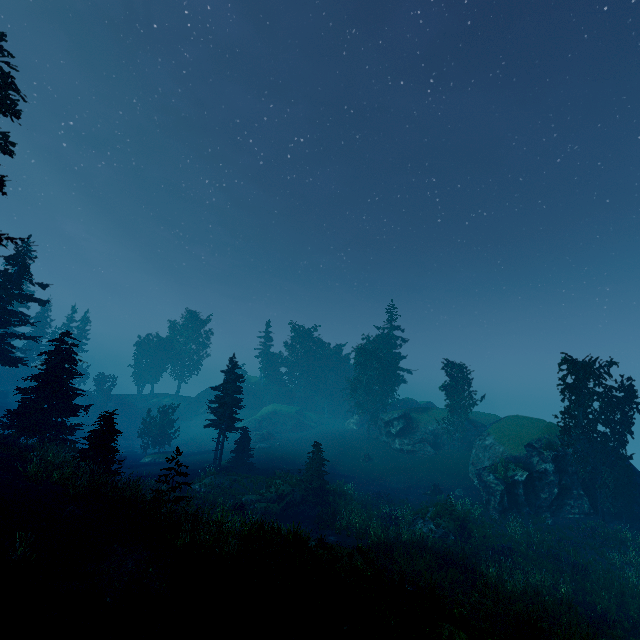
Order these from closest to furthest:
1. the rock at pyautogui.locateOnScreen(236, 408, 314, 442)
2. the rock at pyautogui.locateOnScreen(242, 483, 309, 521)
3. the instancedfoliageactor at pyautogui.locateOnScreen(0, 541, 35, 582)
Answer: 1. the instancedfoliageactor at pyautogui.locateOnScreen(0, 541, 35, 582)
2. the rock at pyautogui.locateOnScreen(242, 483, 309, 521)
3. the rock at pyautogui.locateOnScreen(236, 408, 314, 442)

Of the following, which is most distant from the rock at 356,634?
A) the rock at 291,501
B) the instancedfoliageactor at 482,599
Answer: the rock at 291,501

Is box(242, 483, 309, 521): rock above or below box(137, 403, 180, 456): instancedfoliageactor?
below

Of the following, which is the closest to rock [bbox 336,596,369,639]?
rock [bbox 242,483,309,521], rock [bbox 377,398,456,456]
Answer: rock [bbox 242,483,309,521]

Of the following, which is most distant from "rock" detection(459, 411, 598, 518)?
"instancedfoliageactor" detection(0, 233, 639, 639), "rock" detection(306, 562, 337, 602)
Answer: "rock" detection(306, 562, 337, 602)

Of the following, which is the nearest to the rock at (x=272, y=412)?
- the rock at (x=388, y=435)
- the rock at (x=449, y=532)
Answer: the rock at (x=388, y=435)

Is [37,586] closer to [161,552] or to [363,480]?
[161,552]

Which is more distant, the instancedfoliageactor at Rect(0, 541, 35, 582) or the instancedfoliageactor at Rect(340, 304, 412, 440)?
the instancedfoliageactor at Rect(340, 304, 412, 440)
